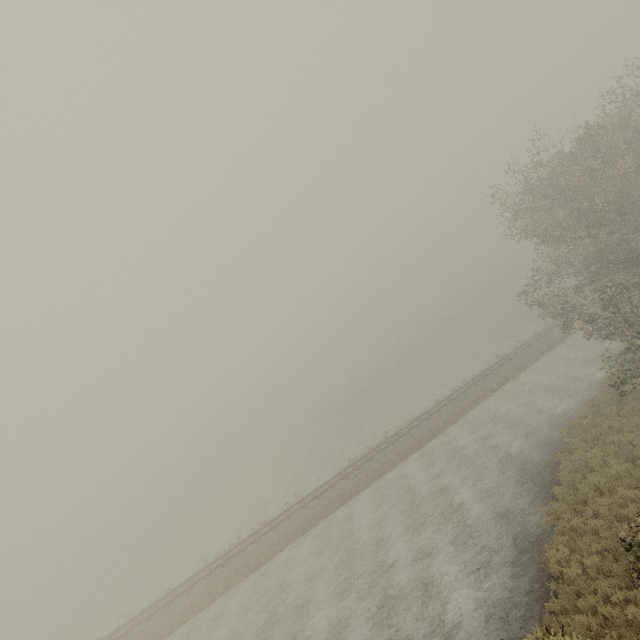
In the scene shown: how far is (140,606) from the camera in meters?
28.6 m
